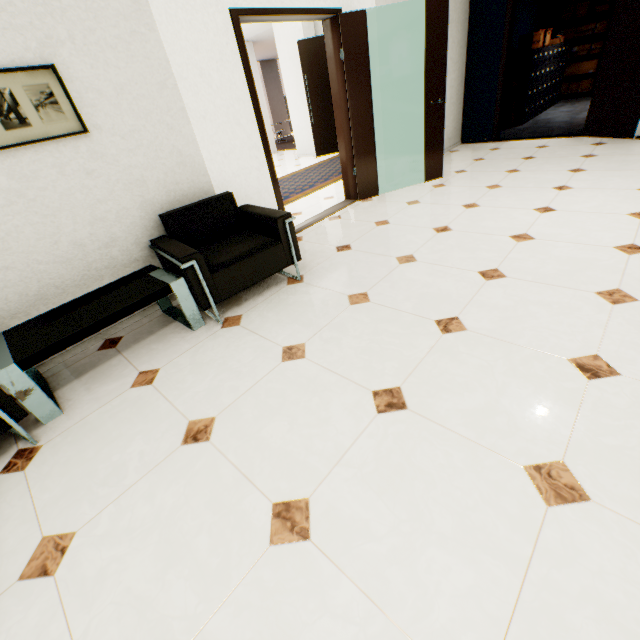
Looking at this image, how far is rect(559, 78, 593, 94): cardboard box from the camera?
8.84m

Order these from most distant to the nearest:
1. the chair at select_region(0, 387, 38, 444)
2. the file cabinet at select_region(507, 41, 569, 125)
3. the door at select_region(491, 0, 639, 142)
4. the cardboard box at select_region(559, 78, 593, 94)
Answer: the cardboard box at select_region(559, 78, 593, 94), the file cabinet at select_region(507, 41, 569, 125), the door at select_region(491, 0, 639, 142), the chair at select_region(0, 387, 38, 444)

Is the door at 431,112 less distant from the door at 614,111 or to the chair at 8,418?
the door at 614,111

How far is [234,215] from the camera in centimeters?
304cm

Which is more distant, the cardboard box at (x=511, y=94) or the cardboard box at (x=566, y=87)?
the cardboard box at (x=566, y=87)

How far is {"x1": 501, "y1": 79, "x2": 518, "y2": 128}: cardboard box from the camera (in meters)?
6.82

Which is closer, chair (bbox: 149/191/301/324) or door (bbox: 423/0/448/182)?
chair (bbox: 149/191/301/324)

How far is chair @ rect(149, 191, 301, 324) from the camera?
2.5m
